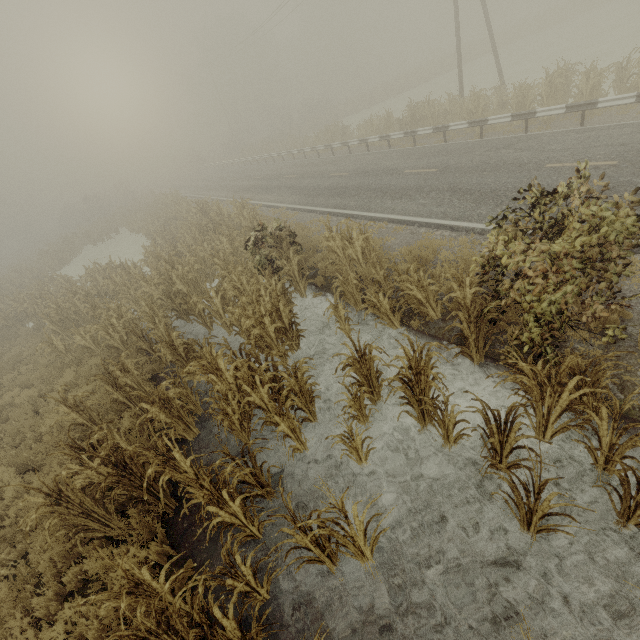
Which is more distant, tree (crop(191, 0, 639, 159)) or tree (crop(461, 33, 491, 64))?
tree (crop(461, 33, 491, 64))

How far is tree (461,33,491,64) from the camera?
40.7 meters

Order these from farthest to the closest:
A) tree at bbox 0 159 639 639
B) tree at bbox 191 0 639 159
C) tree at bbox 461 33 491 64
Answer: tree at bbox 461 33 491 64 → tree at bbox 191 0 639 159 → tree at bbox 0 159 639 639

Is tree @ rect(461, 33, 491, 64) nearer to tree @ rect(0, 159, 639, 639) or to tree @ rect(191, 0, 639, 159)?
tree @ rect(191, 0, 639, 159)

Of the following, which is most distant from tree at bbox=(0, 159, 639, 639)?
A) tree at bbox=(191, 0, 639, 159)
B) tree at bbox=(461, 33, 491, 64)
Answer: tree at bbox=(461, 33, 491, 64)

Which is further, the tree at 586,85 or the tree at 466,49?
the tree at 466,49

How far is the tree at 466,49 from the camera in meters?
40.7

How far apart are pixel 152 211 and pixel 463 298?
31.1m
